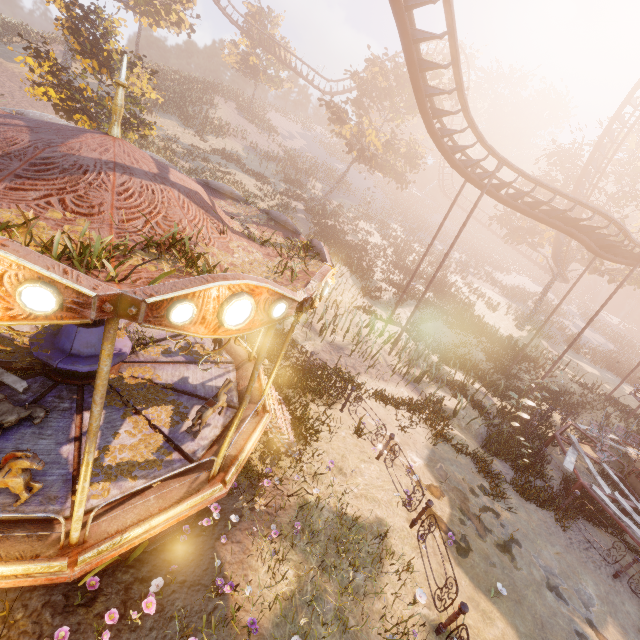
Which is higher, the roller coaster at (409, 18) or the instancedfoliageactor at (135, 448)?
the roller coaster at (409, 18)

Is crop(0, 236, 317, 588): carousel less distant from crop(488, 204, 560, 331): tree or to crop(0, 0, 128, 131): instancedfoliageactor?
crop(0, 0, 128, 131): instancedfoliageactor

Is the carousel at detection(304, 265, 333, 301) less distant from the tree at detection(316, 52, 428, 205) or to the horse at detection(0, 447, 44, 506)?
the horse at detection(0, 447, 44, 506)

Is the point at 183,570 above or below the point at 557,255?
below

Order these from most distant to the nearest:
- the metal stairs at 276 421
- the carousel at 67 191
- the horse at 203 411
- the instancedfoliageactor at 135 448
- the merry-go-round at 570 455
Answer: the merry-go-round at 570 455
the metal stairs at 276 421
the horse at 203 411
the instancedfoliageactor at 135 448
the carousel at 67 191

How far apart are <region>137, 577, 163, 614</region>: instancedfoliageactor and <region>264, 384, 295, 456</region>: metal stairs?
3.2 meters

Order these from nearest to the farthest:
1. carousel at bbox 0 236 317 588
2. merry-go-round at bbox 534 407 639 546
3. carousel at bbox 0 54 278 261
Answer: carousel at bbox 0 236 317 588 → carousel at bbox 0 54 278 261 → merry-go-round at bbox 534 407 639 546

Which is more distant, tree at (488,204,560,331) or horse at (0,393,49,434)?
tree at (488,204,560,331)
